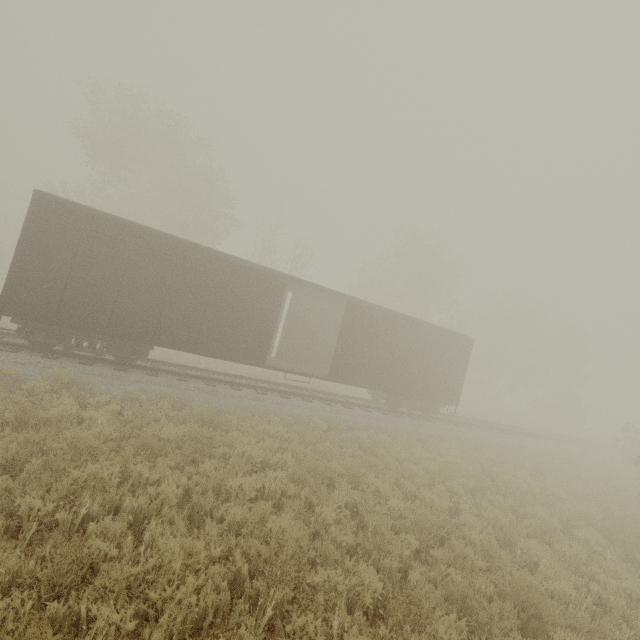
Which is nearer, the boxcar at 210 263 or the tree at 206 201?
the boxcar at 210 263

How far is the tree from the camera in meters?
23.7

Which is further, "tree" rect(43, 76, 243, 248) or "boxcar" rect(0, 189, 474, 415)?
"tree" rect(43, 76, 243, 248)

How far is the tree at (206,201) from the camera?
23.7 meters

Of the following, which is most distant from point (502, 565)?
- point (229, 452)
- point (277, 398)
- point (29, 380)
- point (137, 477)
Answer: point (29, 380)

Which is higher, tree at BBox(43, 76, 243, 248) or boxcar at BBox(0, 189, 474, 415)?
tree at BBox(43, 76, 243, 248)
